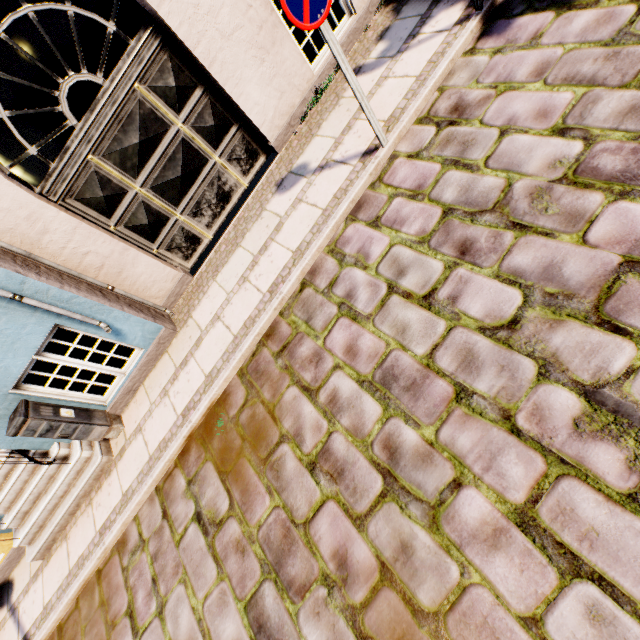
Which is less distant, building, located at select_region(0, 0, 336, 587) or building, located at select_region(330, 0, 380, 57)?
building, located at select_region(0, 0, 336, 587)

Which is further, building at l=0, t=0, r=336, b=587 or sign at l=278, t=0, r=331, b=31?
building at l=0, t=0, r=336, b=587

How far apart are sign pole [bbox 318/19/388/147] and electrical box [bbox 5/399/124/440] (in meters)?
5.33

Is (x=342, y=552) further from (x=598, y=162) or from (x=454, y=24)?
(x=454, y=24)

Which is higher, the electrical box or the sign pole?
the sign pole

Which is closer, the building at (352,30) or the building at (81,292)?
the building at (81,292)

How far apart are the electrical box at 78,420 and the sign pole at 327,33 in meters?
5.3 m

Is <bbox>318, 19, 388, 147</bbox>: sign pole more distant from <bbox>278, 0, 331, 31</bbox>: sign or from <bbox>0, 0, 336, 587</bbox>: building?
<bbox>0, 0, 336, 587</bbox>: building
